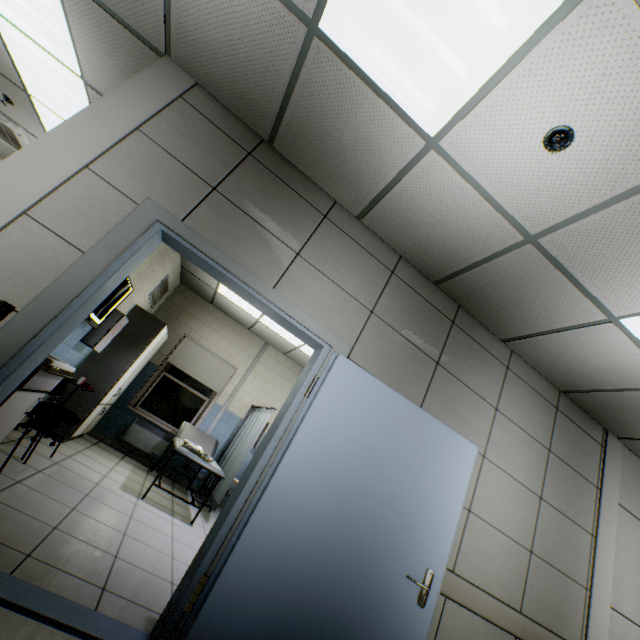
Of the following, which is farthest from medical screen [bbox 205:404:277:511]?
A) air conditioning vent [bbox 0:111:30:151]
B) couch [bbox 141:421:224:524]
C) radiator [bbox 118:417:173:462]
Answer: air conditioning vent [bbox 0:111:30:151]

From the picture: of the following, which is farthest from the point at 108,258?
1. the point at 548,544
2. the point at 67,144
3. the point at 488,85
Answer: the point at 548,544

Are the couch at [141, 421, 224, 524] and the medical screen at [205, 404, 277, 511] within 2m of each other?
yes

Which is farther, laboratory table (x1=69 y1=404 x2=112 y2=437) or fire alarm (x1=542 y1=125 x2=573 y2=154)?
laboratory table (x1=69 y1=404 x2=112 y2=437)

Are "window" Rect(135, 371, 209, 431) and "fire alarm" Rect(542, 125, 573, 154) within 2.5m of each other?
no

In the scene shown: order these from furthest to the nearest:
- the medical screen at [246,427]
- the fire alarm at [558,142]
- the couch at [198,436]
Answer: the medical screen at [246,427] < the couch at [198,436] < the fire alarm at [558,142]

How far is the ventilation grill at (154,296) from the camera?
5.7 meters

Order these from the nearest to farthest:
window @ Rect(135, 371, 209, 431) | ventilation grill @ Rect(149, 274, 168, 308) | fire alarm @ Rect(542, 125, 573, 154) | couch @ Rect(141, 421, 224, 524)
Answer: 1. fire alarm @ Rect(542, 125, 573, 154)
2. couch @ Rect(141, 421, 224, 524)
3. ventilation grill @ Rect(149, 274, 168, 308)
4. window @ Rect(135, 371, 209, 431)
